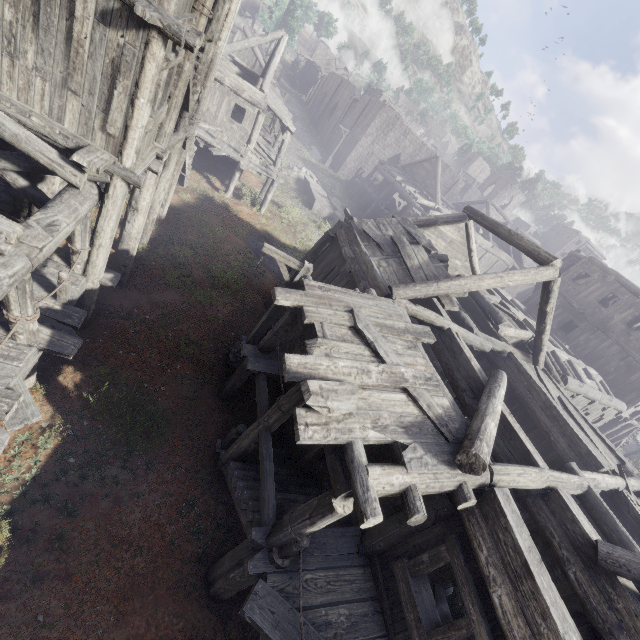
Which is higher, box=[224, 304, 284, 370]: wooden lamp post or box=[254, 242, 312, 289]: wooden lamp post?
box=[254, 242, 312, 289]: wooden lamp post

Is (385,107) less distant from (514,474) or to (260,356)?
(260,356)

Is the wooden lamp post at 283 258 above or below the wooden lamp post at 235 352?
above

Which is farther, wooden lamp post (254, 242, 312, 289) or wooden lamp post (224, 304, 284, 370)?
wooden lamp post (224, 304, 284, 370)

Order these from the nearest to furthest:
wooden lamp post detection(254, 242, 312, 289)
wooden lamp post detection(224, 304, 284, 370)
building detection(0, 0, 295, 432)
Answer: Answer:
building detection(0, 0, 295, 432)
wooden lamp post detection(254, 242, 312, 289)
wooden lamp post detection(224, 304, 284, 370)

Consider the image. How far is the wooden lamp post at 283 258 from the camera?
8.7 meters

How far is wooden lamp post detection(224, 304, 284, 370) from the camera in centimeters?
1002cm
